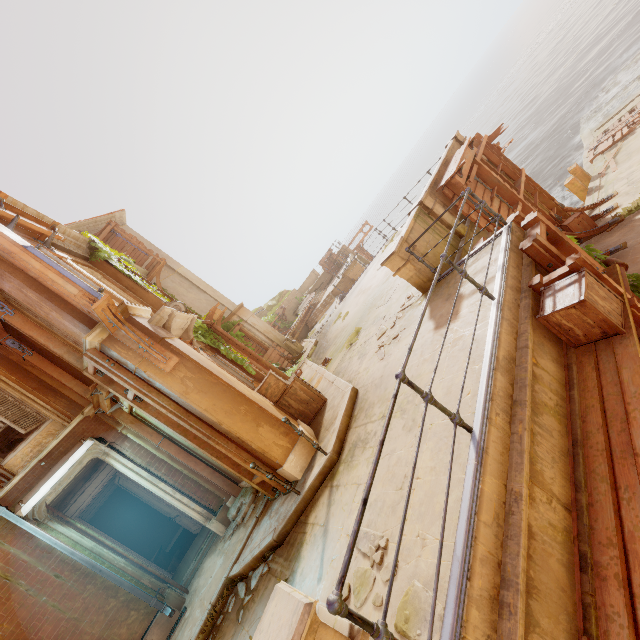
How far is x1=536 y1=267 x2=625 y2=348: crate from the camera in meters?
3.7 m

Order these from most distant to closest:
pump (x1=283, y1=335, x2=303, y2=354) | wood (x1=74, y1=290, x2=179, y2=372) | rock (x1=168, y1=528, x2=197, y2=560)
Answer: pump (x1=283, y1=335, x2=303, y2=354), rock (x1=168, y1=528, x2=197, y2=560), wood (x1=74, y1=290, x2=179, y2=372)

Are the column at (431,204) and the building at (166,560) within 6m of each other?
no

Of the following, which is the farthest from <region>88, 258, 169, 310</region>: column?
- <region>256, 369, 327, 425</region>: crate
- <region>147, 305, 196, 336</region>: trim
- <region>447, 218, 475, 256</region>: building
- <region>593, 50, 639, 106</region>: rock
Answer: <region>593, 50, 639, 106</region>: rock

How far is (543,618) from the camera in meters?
2.3

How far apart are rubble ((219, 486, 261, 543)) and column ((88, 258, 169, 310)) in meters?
5.7 m

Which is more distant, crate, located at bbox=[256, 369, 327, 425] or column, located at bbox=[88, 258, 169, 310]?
column, located at bbox=[88, 258, 169, 310]

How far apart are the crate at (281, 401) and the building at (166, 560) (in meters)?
8.33
